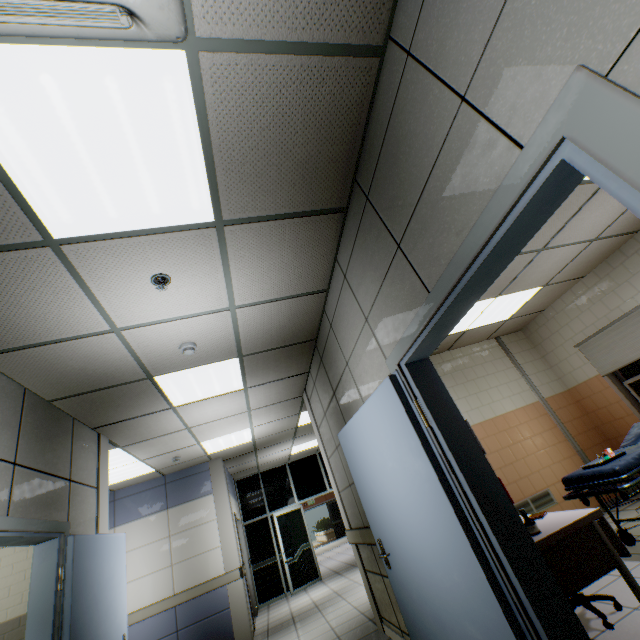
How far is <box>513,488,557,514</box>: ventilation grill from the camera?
5.0m

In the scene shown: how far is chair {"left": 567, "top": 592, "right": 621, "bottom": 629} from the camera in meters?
2.5

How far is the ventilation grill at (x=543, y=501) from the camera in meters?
5.0

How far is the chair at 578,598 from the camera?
2.5m

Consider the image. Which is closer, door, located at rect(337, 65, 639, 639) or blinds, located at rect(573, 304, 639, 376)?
door, located at rect(337, 65, 639, 639)

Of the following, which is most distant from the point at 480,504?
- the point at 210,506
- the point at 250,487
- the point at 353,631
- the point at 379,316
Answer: the point at 250,487

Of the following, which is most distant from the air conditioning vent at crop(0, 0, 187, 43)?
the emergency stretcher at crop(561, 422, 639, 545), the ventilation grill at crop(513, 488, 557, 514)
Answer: the ventilation grill at crop(513, 488, 557, 514)

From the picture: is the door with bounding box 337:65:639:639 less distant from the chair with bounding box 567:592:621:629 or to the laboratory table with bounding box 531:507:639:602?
the laboratory table with bounding box 531:507:639:602
